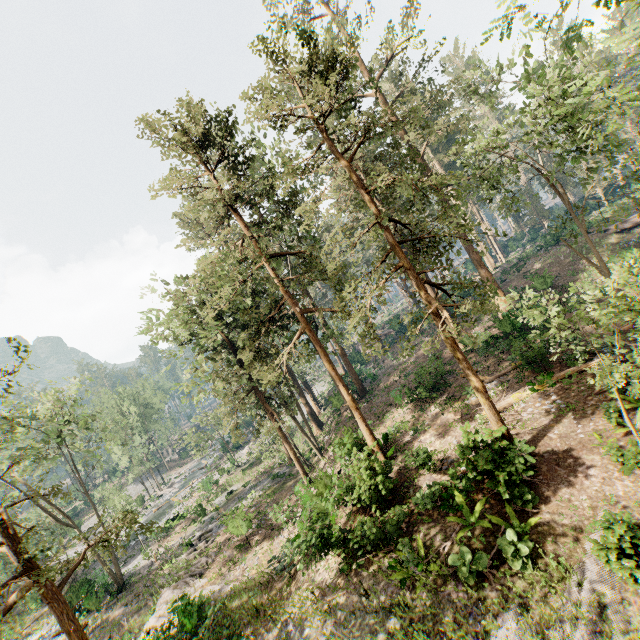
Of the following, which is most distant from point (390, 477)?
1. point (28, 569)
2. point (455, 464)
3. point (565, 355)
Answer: point (28, 569)

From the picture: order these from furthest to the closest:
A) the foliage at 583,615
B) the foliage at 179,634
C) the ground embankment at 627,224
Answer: the ground embankment at 627,224 < the foliage at 179,634 < the foliage at 583,615

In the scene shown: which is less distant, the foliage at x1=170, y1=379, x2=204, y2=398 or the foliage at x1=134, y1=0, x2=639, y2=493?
the foliage at x1=134, y1=0, x2=639, y2=493

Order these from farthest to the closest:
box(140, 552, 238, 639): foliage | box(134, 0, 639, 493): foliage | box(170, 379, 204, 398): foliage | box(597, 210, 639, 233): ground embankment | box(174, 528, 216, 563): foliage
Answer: box(597, 210, 639, 233): ground embankment → box(174, 528, 216, 563): foliage → box(170, 379, 204, 398): foliage → box(140, 552, 238, 639): foliage → box(134, 0, 639, 493): foliage

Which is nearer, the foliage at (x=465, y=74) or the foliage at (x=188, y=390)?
the foliage at (x=465, y=74)

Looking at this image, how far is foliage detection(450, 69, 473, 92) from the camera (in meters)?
18.52
